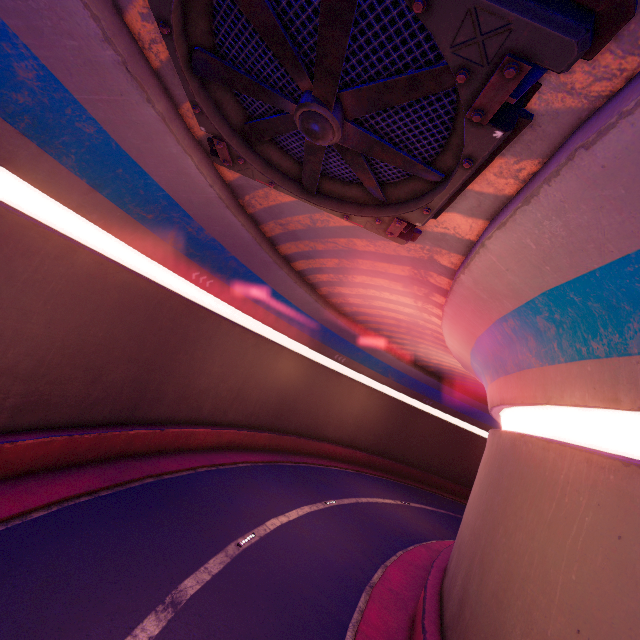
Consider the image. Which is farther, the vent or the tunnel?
the tunnel

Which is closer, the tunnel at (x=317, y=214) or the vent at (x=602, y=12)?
the vent at (x=602, y=12)

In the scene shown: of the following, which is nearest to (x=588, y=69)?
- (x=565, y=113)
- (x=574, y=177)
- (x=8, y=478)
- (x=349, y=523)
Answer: (x=565, y=113)
